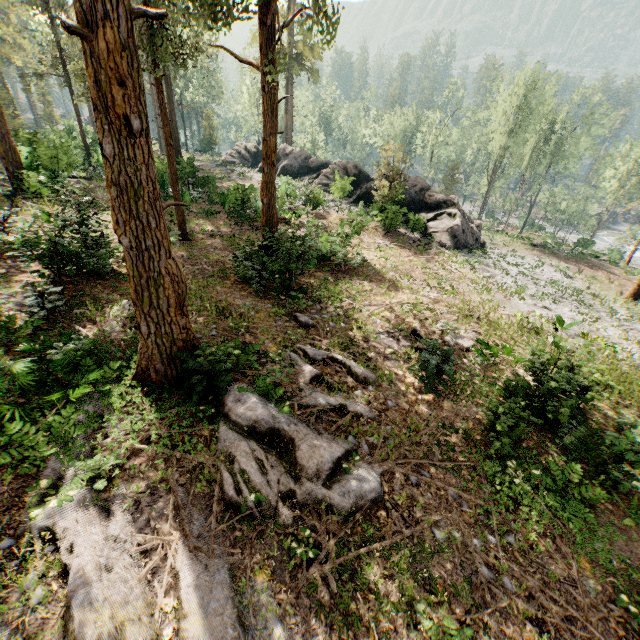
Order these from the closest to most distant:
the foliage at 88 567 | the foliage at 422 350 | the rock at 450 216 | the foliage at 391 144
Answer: the foliage at 88 567 → the foliage at 422 350 → the foliage at 391 144 → the rock at 450 216

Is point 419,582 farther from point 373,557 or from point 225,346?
point 225,346

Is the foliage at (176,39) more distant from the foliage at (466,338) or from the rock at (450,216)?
the foliage at (466,338)

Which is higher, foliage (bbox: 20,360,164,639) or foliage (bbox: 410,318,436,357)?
foliage (bbox: 20,360,164,639)

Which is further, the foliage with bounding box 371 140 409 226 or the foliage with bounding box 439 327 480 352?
the foliage with bounding box 371 140 409 226

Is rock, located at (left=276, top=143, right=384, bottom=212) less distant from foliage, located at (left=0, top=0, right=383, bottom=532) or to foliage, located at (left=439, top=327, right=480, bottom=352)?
foliage, located at (left=0, top=0, right=383, bottom=532)

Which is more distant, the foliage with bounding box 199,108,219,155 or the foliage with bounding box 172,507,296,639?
the foliage with bounding box 199,108,219,155

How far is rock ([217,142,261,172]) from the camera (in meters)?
42.83
